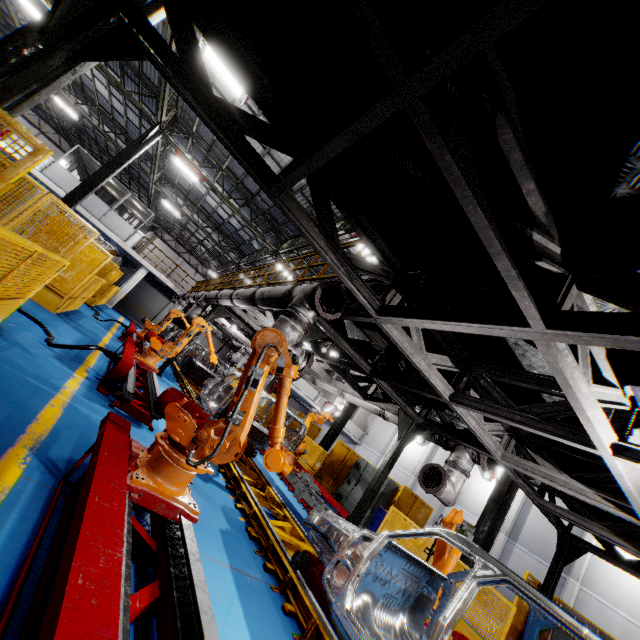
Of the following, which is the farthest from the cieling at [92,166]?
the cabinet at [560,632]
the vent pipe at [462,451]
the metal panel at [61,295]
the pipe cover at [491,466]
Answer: the cabinet at [560,632]

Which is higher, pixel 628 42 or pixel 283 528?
pixel 628 42

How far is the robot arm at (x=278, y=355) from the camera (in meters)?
3.09

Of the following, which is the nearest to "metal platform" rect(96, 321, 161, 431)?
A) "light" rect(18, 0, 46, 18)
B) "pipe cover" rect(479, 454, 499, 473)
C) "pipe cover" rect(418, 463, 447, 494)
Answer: "pipe cover" rect(418, 463, 447, 494)

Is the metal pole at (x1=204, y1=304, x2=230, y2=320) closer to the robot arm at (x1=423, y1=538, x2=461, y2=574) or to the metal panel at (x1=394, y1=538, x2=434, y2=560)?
the metal panel at (x1=394, y1=538, x2=434, y2=560)

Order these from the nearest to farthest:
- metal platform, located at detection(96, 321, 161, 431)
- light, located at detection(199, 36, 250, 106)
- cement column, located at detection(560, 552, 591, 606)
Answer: metal platform, located at detection(96, 321, 161, 431) → light, located at detection(199, 36, 250, 106) → cement column, located at detection(560, 552, 591, 606)

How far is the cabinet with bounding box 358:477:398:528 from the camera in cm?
1220

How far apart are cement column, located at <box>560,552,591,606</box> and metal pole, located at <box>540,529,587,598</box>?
15.90m
